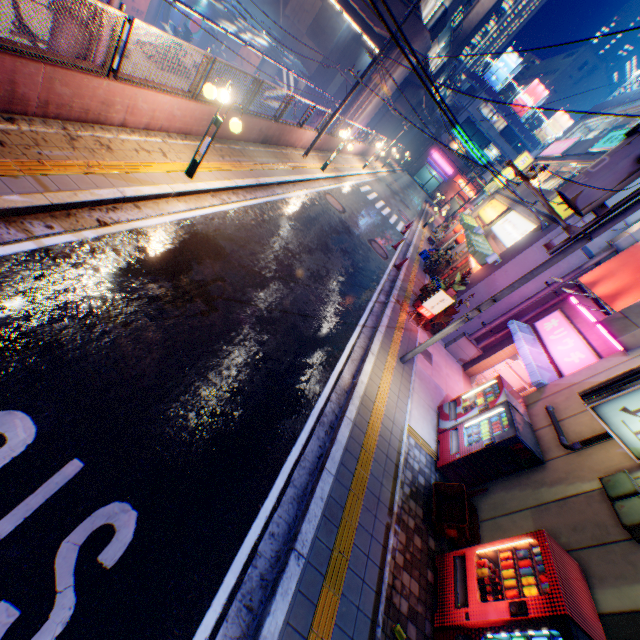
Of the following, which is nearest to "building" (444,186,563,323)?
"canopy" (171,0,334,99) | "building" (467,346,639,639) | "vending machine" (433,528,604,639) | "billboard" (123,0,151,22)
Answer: "building" (467,346,639,639)

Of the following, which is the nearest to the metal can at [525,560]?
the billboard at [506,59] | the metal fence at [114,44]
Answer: the metal fence at [114,44]

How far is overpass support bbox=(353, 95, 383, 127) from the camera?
26.5 meters

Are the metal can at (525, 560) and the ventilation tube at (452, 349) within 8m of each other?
no

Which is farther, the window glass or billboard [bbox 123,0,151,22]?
the window glass

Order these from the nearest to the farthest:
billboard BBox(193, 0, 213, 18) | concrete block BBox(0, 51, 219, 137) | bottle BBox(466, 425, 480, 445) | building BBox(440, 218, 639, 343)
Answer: concrete block BBox(0, 51, 219, 137) → bottle BBox(466, 425, 480, 445) → building BBox(440, 218, 639, 343) → billboard BBox(193, 0, 213, 18)

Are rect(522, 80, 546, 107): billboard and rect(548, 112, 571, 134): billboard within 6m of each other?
yes

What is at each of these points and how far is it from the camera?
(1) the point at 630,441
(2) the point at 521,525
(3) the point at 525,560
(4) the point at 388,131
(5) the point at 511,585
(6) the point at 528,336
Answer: (1) sign, 5.2 meters
(2) building, 6.2 meters
(3) metal can, 4.9 meters
(4) overpass support, 39.2 meters
(5) metal can, 4.8 meters
(6) awning, 10.9 meters
